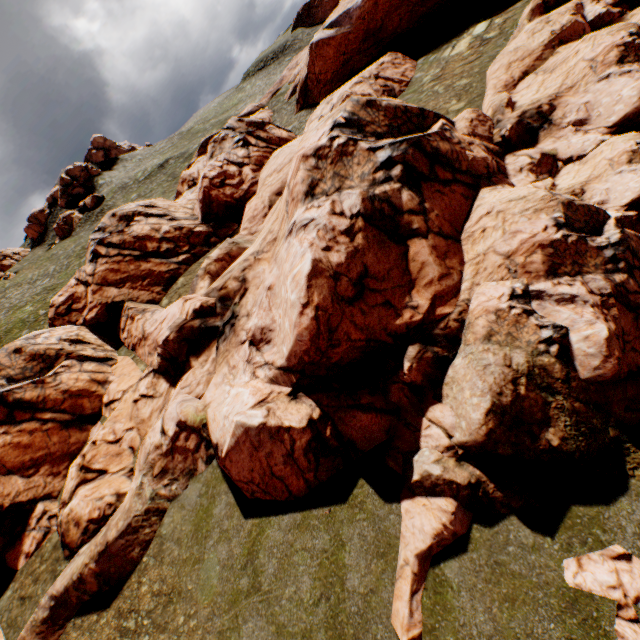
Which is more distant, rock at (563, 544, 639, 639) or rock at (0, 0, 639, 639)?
rock at (0, 0, 639, 639)

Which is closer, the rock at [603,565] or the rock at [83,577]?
the rock at [603,565]

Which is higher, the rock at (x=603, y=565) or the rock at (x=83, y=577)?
the rock at (x=83, y=577)

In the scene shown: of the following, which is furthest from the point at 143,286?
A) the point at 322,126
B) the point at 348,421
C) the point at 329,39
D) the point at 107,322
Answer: the point at 329,39

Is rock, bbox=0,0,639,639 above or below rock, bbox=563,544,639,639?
above
